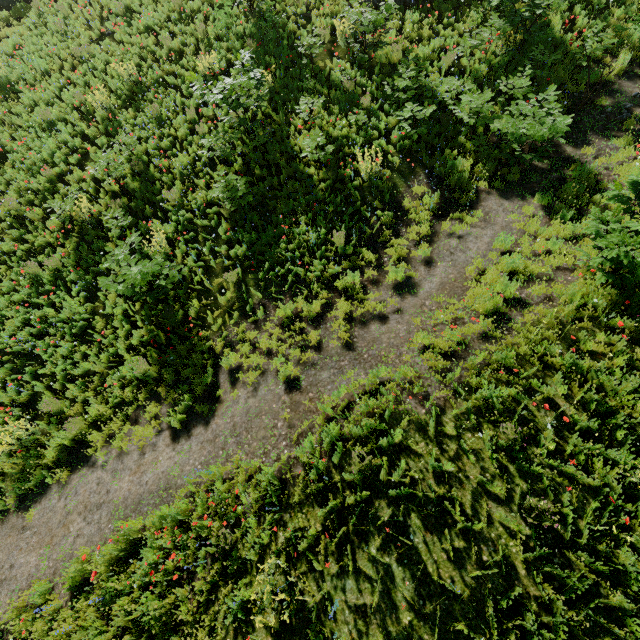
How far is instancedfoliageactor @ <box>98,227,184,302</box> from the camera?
7.4 meters

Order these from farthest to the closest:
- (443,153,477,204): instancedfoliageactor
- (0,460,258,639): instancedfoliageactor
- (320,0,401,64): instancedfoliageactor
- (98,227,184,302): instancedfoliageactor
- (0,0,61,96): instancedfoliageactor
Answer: (0,0,61,96): instancedfoliageactor < (320,0,401,64): instancedfoliageactor < (443,153,477,204): instancedfoliageactor < (98,227,184,302): instancedfoliageactor < (0,460,258,639): instancedfoliageactor

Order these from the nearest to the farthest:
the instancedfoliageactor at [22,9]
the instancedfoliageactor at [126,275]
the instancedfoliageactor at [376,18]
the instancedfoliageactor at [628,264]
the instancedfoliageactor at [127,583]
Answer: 1. the instancedfoliageactor at [127,583]
2. the instancedfoliageactor at [628,264]
3. the instancedfoliageactor at [126,275]
4. the instancedfoliageactor at [376,18]
5. the instancedfoliageactor at [22,9]

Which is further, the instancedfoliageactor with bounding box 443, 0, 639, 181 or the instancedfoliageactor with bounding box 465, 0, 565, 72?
the instancedfoliageactor with bounding box 465, 0, 565, 72

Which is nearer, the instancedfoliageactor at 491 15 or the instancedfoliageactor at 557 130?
the instancedfoliageactor at 557 130

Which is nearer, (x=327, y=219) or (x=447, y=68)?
(x=327, y=219)
